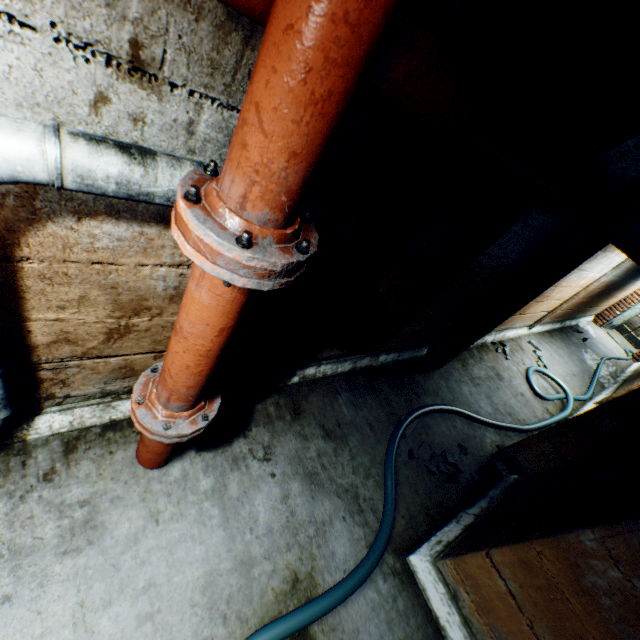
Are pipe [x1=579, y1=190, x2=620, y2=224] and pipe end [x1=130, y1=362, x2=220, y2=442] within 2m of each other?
no

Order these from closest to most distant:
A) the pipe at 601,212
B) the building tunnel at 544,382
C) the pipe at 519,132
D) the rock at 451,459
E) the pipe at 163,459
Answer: the pipe at 519,132, the pipe at 163,459, the pipe at 601,212, the rock at 451,459, the building tunnel at 544,382

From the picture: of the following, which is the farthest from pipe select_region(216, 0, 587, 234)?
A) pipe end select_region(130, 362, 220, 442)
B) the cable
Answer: the cable

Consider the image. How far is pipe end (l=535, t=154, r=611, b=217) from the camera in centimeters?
192cm

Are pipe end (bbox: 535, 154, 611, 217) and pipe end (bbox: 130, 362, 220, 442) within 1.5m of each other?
no

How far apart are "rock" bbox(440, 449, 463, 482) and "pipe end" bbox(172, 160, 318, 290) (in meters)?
2.70

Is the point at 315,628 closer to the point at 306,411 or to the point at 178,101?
the point at 306,411

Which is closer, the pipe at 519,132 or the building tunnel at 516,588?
the pipe at 519,132
